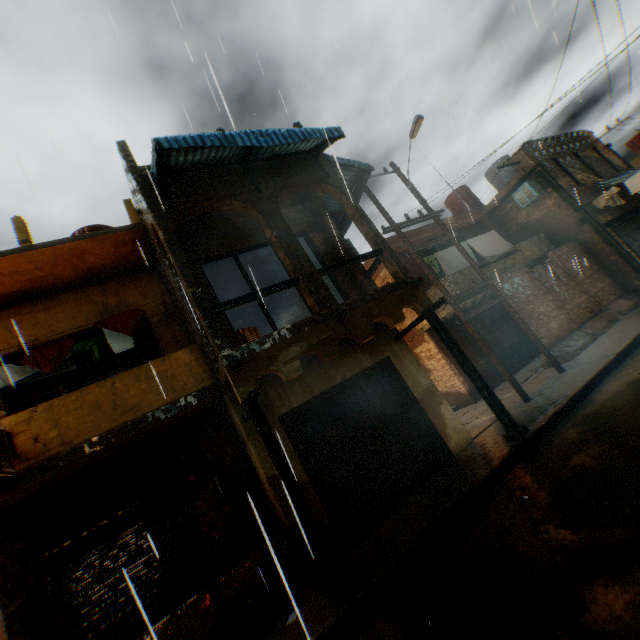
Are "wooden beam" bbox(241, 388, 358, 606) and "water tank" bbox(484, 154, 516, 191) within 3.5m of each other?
no

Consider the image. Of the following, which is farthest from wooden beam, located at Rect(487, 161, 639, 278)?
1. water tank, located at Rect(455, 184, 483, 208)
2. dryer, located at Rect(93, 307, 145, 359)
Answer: dryer, located at Rect(93, 307, 145, 359)

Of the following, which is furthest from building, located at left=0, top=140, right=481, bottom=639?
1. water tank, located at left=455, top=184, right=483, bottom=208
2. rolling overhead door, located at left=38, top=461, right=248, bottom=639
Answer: water tank, located at left=455, top=184, right=483, bottom=208

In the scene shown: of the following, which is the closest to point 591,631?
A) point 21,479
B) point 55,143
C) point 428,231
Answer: point 21,479

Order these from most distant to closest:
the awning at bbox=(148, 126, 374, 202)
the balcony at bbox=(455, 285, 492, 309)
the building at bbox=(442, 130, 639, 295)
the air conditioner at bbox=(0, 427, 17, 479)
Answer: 1. the building at bbox=(442, 130, 639, 295)
2. the balcony at bbox=(455, 285, 492, 309)
3. the awning at bbox=(148, 126, 374, 202)
4. the air conditioner at bbox=(0, 427, 17, 479)

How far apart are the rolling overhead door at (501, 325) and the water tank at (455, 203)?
3.5m

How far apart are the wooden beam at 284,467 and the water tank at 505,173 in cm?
1993

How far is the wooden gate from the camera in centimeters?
664cm
